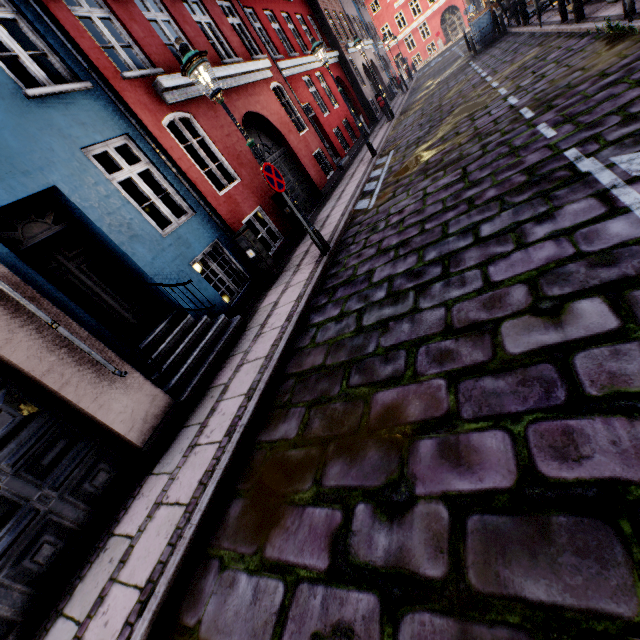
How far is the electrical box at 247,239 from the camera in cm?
695

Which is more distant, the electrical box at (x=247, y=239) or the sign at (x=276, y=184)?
the electrical box at (x=247, y=239)

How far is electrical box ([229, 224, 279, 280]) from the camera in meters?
6.9 m

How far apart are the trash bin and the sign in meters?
18.0

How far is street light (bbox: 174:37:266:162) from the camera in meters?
4.8 m

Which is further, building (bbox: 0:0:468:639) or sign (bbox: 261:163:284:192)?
sign (bbox: 261:163:284:192)

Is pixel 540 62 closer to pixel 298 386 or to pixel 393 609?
pixel 298 386

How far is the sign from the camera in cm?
541
